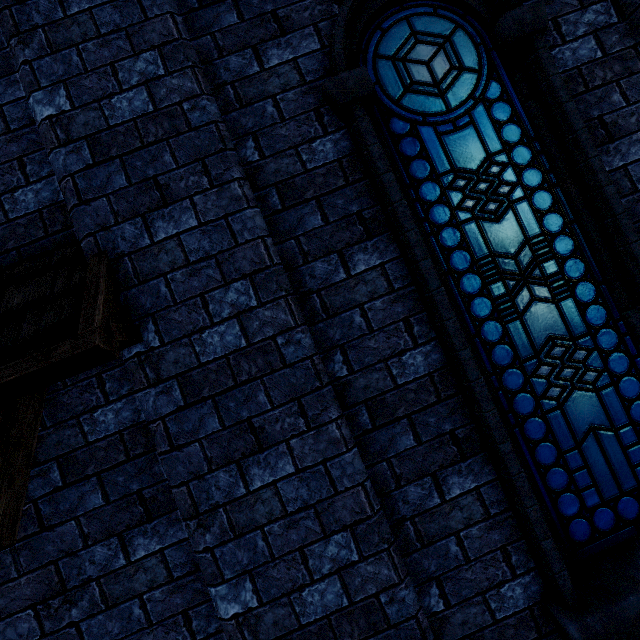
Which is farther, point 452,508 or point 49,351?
point 452,508
